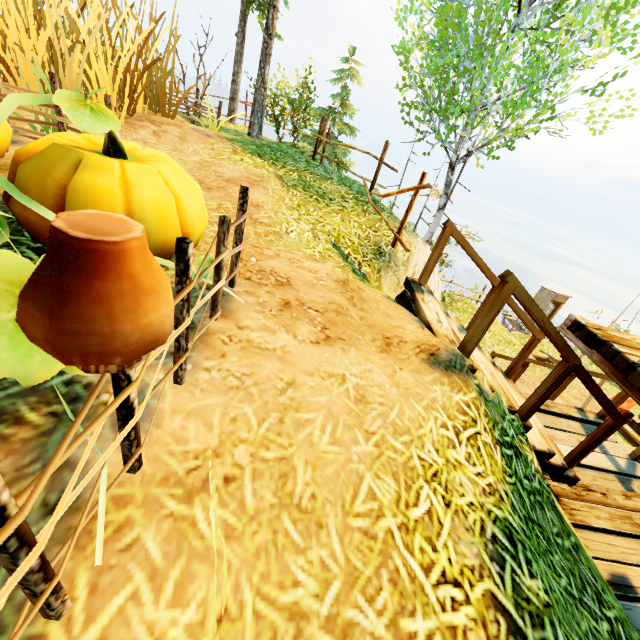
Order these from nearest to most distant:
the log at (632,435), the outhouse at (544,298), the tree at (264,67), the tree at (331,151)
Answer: the tree at (264,67) → the log at (632,435) → the tree at (331,151) → the outhouse at (544,298)

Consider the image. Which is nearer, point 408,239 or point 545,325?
point 545,325

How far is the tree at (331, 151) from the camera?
12.6m

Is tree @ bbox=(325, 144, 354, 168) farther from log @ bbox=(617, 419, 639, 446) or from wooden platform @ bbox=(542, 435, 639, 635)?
log @ bbox=(617, 419, 639, 446)

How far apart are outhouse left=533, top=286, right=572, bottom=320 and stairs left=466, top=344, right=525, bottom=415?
19.4 meters

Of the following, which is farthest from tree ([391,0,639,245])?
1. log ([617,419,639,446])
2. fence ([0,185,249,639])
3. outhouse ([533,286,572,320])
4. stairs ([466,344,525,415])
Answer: outhouse ([533,286,572,320])

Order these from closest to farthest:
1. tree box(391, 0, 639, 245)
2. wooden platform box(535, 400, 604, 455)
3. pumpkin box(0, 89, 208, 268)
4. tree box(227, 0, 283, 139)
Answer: pumpkin box(0, 89, 208, 268), wooden platform box(535, 400, 604, 455), tree box(391, 0, 639, 245), tree box(227, 0, 283, 139)

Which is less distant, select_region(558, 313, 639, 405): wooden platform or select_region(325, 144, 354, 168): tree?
select_region(558, 313, 639, 405): wooden platform
